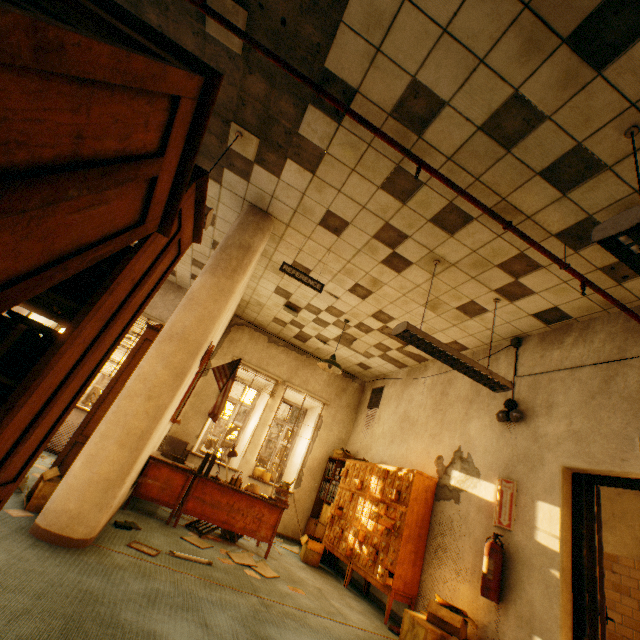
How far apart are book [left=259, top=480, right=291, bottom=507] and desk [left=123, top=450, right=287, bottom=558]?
0.0m

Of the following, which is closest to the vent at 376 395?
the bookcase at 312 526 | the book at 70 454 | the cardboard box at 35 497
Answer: the bookcase at 312 526

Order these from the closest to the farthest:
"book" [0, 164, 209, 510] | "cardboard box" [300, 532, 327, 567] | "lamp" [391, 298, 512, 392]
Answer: "book" [0, 164, 209, 510] < "lamp" [391, 298, 512, 392] < "cardboard box" [300, 532, 327, 567]

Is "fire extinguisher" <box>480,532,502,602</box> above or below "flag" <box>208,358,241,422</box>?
below

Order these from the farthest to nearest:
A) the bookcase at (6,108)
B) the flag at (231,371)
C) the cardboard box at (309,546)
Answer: the cardboard box at (309,546) < the flag at (231,371) < the bookcase at (6,108)

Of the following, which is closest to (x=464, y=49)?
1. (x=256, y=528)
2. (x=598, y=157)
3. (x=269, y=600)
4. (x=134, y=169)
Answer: (x=598, y=157)

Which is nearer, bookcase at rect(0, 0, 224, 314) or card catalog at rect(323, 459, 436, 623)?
bookcase at rect(0, 0, 224, 314)

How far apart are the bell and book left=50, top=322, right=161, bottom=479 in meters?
4.7 m
